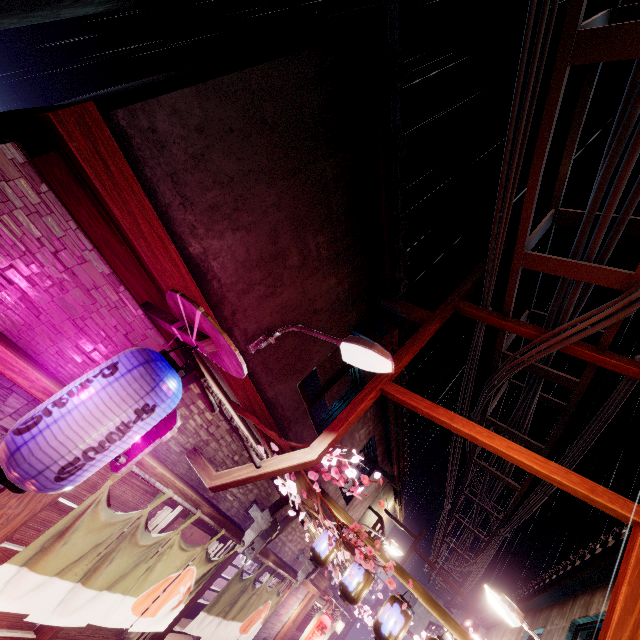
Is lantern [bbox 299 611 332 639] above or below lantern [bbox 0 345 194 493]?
below

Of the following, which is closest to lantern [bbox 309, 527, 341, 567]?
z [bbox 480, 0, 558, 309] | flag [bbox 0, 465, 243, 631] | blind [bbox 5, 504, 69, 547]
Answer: flag [bbox 0, 465, 243, 631]

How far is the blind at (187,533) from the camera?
9.0m

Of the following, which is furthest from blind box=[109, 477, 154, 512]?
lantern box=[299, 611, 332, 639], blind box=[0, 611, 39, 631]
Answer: lantern box=[299, 611, 332, 639]

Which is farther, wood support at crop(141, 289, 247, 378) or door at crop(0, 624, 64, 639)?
door at crop(0, 624, 64, 639)

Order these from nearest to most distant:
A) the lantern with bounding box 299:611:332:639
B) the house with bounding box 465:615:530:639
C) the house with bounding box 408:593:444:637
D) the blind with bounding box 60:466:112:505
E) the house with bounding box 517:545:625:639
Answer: the blind with bounding box 60:466:112:505 < the house with bounding box 517:545:625:639 < the lantern with bounding box 299:611:332:639 < the house with bounding box 465:615:530:639 < the house with bounding box 408:593:444:637

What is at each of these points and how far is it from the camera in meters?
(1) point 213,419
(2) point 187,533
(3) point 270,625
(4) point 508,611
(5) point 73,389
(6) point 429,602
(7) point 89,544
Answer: (1) house, 8.0
(2) blind, 9.0
(3) house, 15.5
(4) light, 10.2
(5) lantern, 3.9
(6) wood support, 10.1
(7) flag, 6.0

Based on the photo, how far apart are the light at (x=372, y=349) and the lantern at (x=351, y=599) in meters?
8.2
